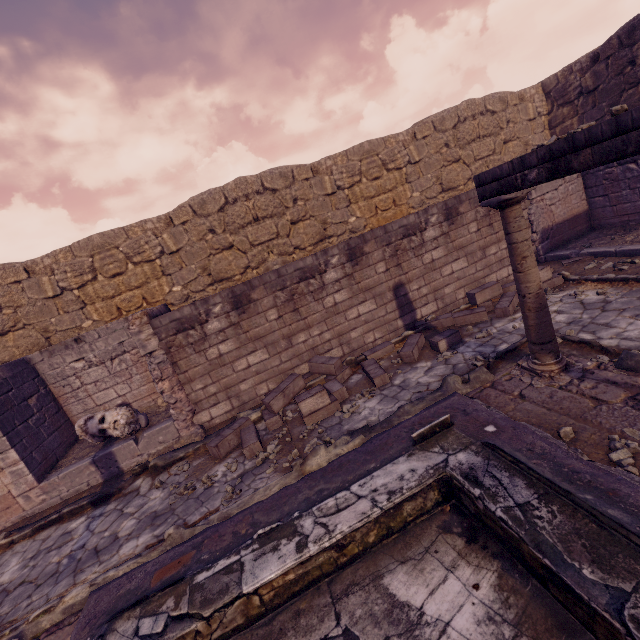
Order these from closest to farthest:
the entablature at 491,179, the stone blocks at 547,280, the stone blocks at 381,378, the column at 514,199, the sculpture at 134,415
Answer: the entablature at 491,179 < the column at 514,199 < the stone blocks at 381,378 < the sculpture at 134,415 < the stone blocks at 547,280

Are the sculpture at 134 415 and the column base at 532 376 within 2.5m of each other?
no

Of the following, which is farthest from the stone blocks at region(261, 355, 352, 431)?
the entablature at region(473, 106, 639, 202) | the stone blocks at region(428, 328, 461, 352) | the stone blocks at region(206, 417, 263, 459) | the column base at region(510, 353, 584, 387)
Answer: the entablature at region(473, 106, 639, 202)

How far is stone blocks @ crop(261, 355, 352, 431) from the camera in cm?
547

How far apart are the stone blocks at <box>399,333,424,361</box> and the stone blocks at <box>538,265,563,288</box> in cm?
219

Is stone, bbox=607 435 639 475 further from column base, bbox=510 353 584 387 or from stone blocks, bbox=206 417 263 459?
stone blocks, bbox=206 417 263 459

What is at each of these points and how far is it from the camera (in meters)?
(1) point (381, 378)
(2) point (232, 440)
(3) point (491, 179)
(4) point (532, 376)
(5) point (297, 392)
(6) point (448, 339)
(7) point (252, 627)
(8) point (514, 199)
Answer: (1) stone blocks, 5.88
(2) stone blocks, 5.82
(3) entablature, 3.81
(4) column base, 4.41
(5) stone blocks, 6.27
(6) stone blocks, 6.28
(7) pool, 2.62
(8) column, 3.74

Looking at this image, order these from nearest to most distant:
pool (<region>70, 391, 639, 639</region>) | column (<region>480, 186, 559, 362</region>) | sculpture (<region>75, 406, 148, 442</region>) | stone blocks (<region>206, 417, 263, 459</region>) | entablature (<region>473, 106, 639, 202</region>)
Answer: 1. pool (<region>70, 391, 639, 639</region>)
2. entablature (<region>473, 106, 639, 202</region>)
3. column (<region>480, 186, 559, 362</region>)
4. stone blocks (<region>206, 417, 263, 459</region>)
5. sculpture (<region>75, 406, 148, 442</region>)
